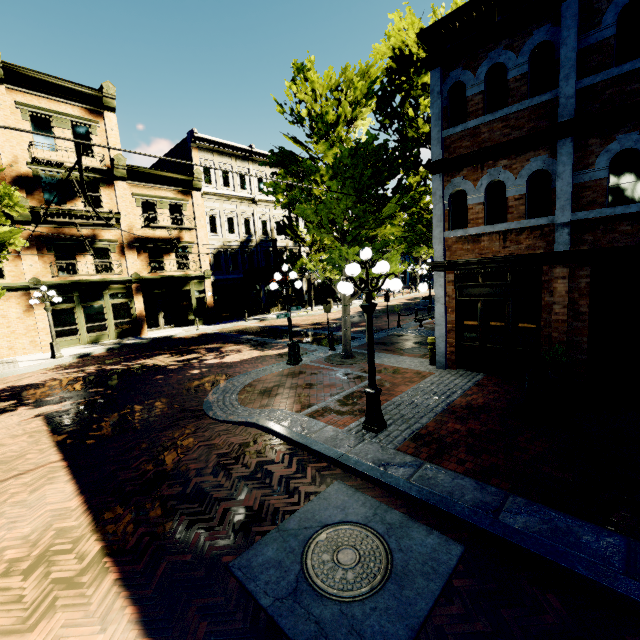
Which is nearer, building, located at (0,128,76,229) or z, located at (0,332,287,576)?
z, located at (0,332,287,576)

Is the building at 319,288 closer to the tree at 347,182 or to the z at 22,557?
the z at 22,557

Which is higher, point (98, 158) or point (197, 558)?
point (98, 158)

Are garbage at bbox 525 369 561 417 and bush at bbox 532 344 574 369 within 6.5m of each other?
yes

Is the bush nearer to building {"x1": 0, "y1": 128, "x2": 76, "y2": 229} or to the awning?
building {"x1": 0, "y1": 128, "x2": 76, "y2": 229}

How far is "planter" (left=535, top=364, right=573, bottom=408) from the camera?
6.8 meters

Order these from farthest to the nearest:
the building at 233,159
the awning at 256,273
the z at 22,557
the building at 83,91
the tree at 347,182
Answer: the awning at 256,273 < the building at 233,159 < the building at 83,91 < the tree at 347,182 < the z at 22,557

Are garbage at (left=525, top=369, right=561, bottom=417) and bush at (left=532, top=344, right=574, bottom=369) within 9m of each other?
yes
